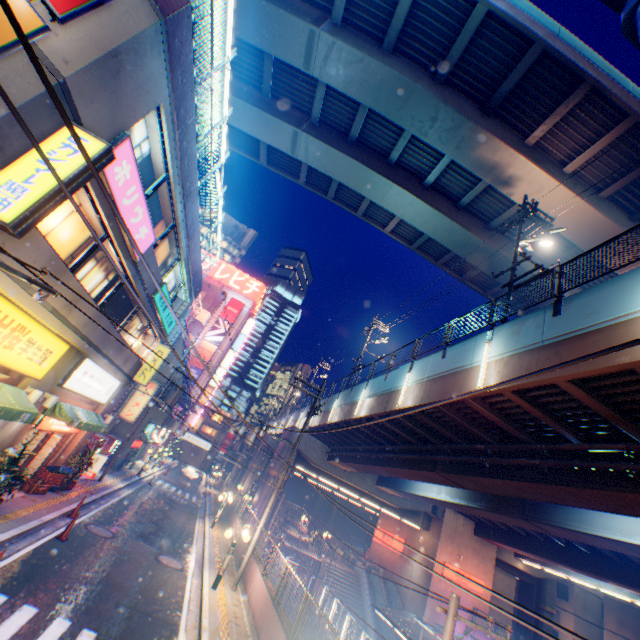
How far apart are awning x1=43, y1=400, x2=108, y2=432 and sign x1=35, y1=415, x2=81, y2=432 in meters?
0.1 m

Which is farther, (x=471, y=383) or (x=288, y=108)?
(x=288, y=108)

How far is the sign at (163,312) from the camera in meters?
15.1 m

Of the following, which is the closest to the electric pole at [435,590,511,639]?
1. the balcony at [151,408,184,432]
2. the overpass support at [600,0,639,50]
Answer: the overpass support at [600,0,639,50]

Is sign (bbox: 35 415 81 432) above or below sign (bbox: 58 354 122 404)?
below

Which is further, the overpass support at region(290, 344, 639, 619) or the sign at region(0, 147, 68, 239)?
the overpass support at region(290, 344, 639, 619)

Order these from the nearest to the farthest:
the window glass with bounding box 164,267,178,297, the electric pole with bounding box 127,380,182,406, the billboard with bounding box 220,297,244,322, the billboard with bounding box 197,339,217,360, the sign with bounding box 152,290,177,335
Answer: the sign with bounding box 152,290,177,335 < the window glass with bounding box 164,267,178,297 < the electric pole with bounding box 127,380,182,406 < the billboard with bounding box 197,339,217,360 < the billboard with bounding box 220,297,244,322

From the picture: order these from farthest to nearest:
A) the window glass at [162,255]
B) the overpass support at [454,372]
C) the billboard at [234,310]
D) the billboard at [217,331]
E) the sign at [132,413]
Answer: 1. the billboard at [234,310]
2. the billboard at [217,331]
3. the sign at [132,413]
4. the window glass at [162,255]
5. the overpass support at [454,372]
